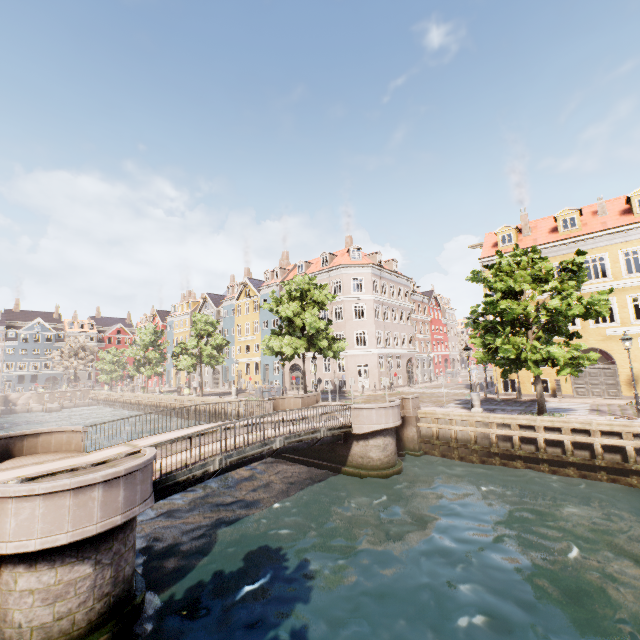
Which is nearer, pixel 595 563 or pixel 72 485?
pixel 72 485

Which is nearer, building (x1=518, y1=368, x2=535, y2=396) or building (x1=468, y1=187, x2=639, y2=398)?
→ building (x1=468, y1=187, x2=639, y2=398)

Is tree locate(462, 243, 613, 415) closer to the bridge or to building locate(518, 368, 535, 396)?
the bridge

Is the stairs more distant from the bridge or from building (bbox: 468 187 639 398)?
the bridge

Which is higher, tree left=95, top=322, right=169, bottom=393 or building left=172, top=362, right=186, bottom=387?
tree left=95, top=322, right=169, bottom=393

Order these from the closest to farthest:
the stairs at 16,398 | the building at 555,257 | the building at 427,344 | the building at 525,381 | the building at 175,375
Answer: the building at 555,257
the building at 525,381
the building at 427,344
the stairs at 16,398
the building at 175,375

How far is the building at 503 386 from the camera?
24.28m
